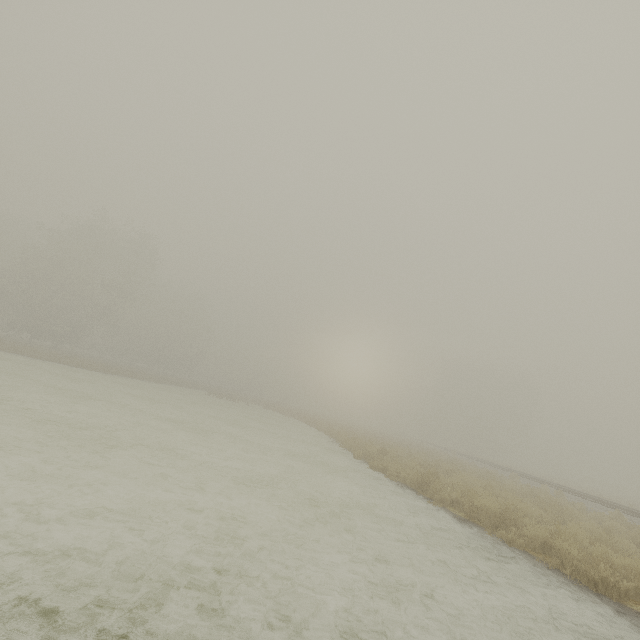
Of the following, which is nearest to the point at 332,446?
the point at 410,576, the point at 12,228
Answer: the point at 410,576
